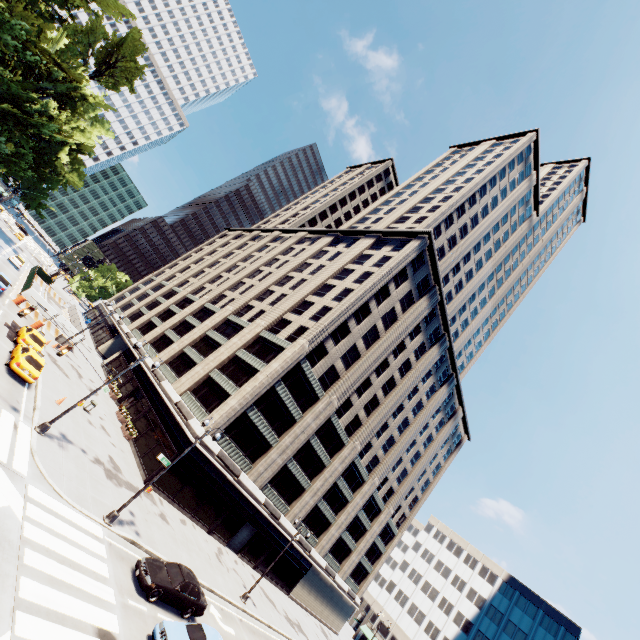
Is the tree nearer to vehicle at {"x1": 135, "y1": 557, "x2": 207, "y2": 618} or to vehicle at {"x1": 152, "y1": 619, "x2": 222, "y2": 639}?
vehicle at {"x1": 135, "y1": 557, "x2": 207, "y2": 618}

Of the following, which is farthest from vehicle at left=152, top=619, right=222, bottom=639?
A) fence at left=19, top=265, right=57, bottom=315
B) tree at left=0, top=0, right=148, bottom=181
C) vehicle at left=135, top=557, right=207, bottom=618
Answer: fence at left=19, top=265, right=57, bottom=315

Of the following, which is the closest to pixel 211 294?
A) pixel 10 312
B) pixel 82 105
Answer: pixel 10 312

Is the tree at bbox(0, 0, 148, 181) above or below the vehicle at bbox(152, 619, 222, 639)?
above

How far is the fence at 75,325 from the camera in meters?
38.6 m

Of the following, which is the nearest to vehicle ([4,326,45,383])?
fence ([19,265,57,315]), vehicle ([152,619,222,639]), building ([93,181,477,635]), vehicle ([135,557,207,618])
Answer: building ([93,181,477,635])

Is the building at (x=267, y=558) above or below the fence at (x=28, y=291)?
above

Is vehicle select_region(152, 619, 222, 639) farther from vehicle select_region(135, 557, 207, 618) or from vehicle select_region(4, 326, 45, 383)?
vehicle select_region(4, 326, 45, 383)
